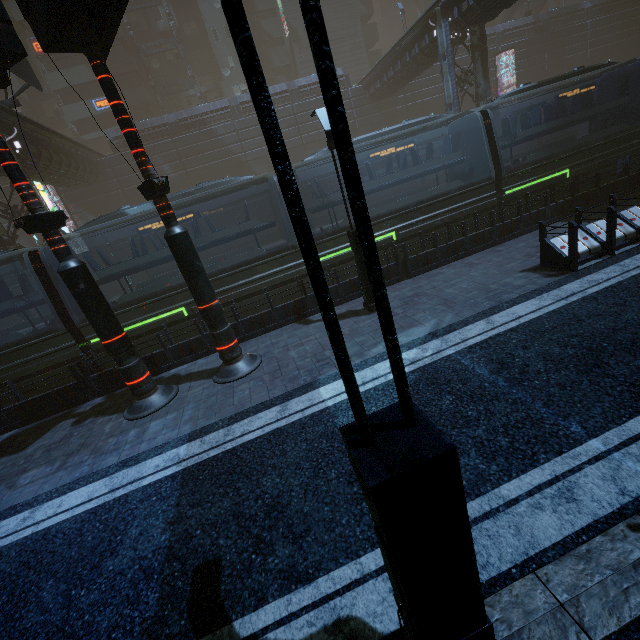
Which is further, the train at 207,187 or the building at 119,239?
the building at 119,239

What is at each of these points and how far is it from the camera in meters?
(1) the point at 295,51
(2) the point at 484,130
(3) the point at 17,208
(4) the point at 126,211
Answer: (1) building, 39.4
(2) train, 12.4
(3) building, 18.7
(4) train, 10.9

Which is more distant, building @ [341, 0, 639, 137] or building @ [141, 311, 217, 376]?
building @ [341, 0, 639, 137]

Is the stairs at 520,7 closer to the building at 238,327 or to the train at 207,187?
the building at 238,327

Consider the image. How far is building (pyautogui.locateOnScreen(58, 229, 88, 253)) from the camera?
30.1m

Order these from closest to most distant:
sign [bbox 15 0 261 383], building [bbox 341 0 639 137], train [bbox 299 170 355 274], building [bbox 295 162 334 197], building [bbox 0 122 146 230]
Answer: sign [bbox 15 0 261 383]
train [bbox 299 170 355 274]
building [bbox 0 122 146 230]
building [bbox 341 0 639 137]
building [bbox 295 162 334 197]

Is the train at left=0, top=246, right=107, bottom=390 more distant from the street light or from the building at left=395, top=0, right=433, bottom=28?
Answer: the street light
